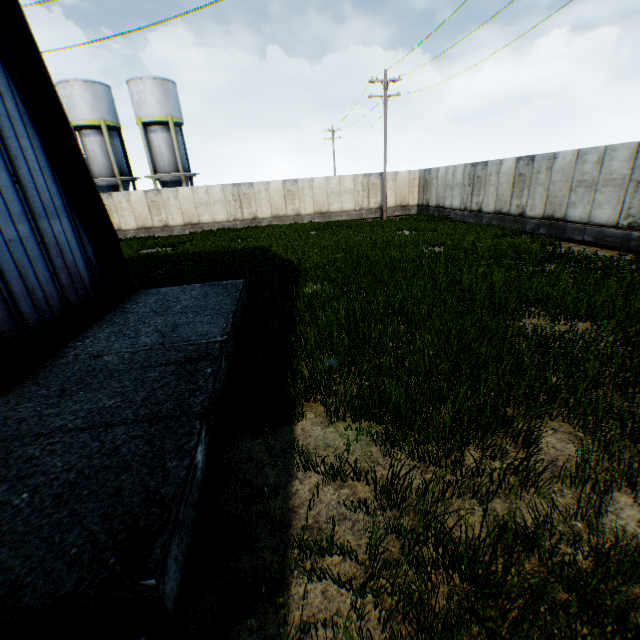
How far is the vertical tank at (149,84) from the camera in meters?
27.8

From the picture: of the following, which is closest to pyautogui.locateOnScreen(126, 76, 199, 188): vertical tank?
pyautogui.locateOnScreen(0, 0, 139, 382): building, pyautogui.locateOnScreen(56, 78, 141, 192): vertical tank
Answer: pyautogui.locateOnScreen(56, 78, 141, 192): vertical tank

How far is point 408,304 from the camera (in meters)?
7.88

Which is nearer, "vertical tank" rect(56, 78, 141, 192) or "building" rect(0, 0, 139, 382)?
"building" rect(0, 0, 139, 382)

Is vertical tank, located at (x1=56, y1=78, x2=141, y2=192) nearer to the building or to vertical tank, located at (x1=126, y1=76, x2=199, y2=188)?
vertical tank, located at (x1=126, y1=76, x2=199, y2=188)

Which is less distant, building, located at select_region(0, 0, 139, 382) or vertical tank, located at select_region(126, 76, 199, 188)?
building, located at select_region(0, 0, 139, 382)

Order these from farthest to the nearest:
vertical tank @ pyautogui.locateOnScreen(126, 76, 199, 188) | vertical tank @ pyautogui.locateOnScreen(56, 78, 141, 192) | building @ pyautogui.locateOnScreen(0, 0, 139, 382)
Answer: vertical tank @ pyautogui.locateOnScreen(126, 76, 199, 188), vertical tank @ pyautogui.locateOnScreen(56, 78, 141, 192), building @ pyautogui.locateOnScreen(0, 0, 139, 382)

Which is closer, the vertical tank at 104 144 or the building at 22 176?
the building at 22 176
